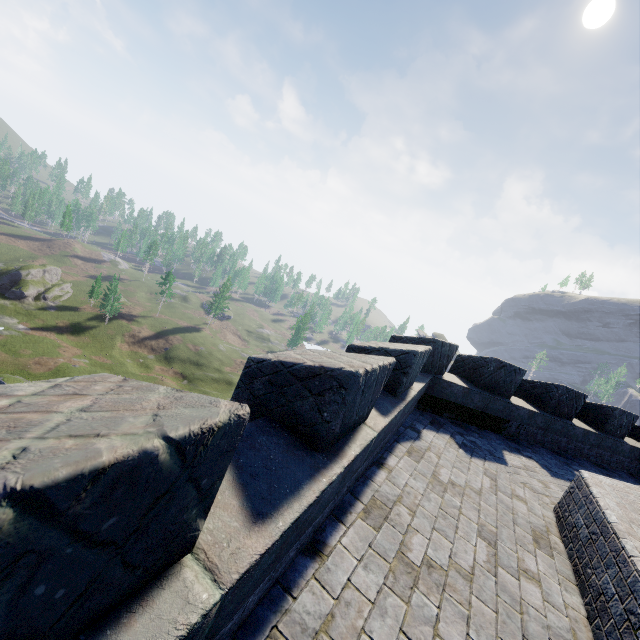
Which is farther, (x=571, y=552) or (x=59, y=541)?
(x=571, y=552)
